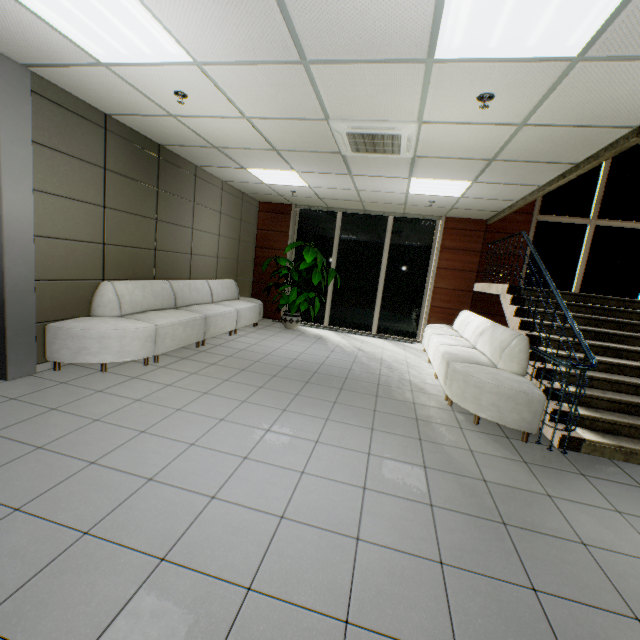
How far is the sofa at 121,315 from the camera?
3.9m

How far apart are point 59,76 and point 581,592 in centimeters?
611cm

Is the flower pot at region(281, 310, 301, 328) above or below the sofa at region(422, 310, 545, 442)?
below

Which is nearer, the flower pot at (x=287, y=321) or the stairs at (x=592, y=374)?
the stairs at (x=592, y=374)

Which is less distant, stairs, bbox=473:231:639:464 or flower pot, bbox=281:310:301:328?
stairs, bbox=473:231:639:464

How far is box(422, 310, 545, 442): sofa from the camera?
3.5m

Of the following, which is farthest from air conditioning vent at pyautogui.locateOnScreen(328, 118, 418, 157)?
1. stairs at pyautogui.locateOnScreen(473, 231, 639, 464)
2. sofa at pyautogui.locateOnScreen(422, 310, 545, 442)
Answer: sofa at pyautogui.locateOnScreen(422, 310, 545, 442)

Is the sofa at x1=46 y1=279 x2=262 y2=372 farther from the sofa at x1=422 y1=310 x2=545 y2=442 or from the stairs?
the stairs
